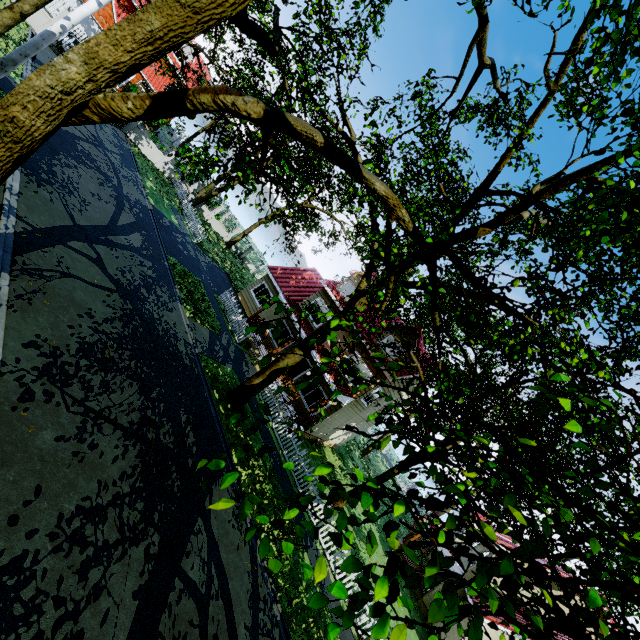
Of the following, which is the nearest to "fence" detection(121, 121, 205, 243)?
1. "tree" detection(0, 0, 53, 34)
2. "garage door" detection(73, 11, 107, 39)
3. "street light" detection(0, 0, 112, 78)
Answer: "tree" detection(0, 0, 53, 34)

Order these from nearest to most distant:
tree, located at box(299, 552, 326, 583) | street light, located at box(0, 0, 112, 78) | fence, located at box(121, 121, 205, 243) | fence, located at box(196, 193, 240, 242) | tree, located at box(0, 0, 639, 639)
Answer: tree, located at box(299, 552, 326, 583)
tree, located at box(0, 0, 639, 639)
street light, located at box(0, 0, 112, 78)
fence, located at box(121, 121, 205, 243)
fence, located at box(196, 193, 240, 242)

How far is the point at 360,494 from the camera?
3.0m

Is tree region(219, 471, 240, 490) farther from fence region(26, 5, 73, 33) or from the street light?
the street light

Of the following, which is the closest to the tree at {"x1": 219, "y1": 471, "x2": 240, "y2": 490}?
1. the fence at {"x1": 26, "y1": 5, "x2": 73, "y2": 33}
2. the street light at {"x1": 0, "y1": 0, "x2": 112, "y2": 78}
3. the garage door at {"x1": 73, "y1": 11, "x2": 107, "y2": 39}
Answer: the fence at {"x1": 26, "y1": 5, "x2": 73, "y2": 33}

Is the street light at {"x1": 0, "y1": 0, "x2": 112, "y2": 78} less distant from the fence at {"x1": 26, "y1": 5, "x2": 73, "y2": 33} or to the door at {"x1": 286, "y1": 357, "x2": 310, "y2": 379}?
the fence at {"x1": 26, "y1": 5, "x2": 73, "y2": 33}

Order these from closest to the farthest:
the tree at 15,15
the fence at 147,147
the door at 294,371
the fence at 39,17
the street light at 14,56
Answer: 1. the street light at 14,56
2. the tree at 15,15
3. the fence at 39,17
4. the door at 294,371
5. the fence at 147,147

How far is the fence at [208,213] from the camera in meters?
32.3 m
